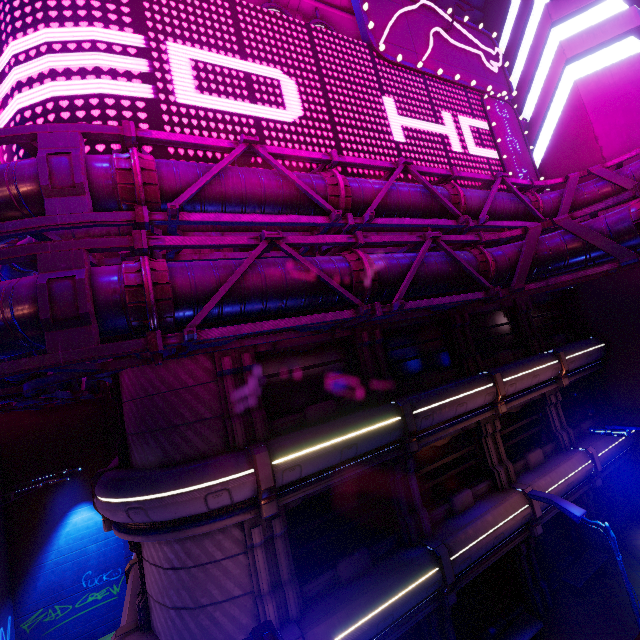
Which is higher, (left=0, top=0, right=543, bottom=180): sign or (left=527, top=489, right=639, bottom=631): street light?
(left=0, top=0, right=543, bottom=180): sign

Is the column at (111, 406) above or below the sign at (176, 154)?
below

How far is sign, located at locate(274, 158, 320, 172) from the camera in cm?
1002

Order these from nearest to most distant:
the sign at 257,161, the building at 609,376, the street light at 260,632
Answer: the street light at 260,632 < the sign at 257,161 < the building at 609,376

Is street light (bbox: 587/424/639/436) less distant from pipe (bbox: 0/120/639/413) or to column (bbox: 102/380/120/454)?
pipe (bbox: 0/120/639/413)

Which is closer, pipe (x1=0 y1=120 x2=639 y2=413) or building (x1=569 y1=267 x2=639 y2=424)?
pipe (x1=0 y1=120 x2=639 y2=413)

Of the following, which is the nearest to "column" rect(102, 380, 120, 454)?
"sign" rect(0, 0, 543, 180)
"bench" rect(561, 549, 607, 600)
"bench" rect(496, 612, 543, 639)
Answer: "sign" rect(0, 0, 543, 180)

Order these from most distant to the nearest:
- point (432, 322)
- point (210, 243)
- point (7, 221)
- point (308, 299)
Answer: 1. point (432, 322)
2. point (308, 299)
3. point (210, 243)
4. point (7, 221)
